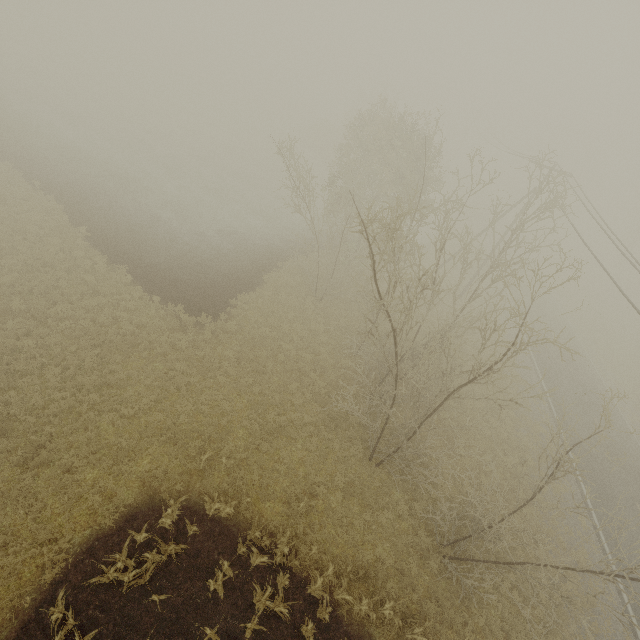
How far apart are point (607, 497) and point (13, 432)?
29.2m
